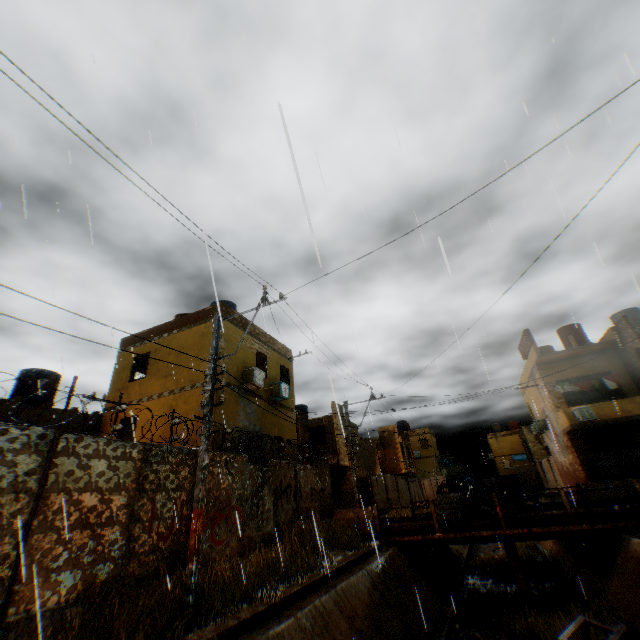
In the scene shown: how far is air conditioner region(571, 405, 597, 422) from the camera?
19.3 meters

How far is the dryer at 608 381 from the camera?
20.58m

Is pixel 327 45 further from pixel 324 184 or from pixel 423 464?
pixel 423 464

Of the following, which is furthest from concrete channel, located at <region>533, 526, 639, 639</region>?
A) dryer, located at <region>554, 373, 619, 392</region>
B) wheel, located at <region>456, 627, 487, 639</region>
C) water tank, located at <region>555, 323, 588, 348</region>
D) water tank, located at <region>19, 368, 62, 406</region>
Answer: water tank, located at <region>19, 368, 62, 406</region>

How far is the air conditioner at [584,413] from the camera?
19.3 meters

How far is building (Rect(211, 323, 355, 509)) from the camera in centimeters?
1399cm

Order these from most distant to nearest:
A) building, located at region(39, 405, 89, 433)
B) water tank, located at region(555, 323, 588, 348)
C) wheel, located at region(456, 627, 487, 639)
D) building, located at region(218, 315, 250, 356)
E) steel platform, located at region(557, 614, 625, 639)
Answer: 1. water tank, located at region(555, 323, 588, 348)
2. building, located at region(218, 315, 250, 356)
3. building, located at region(39, 405, 89, 433)
4. wheel, located at region(456, 627, 487, 639)
5. steel platform, located at region(557, 614, 625, 639)

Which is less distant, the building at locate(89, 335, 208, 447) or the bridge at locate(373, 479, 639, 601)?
the bridge at locate(373, 479, 639, 601)
